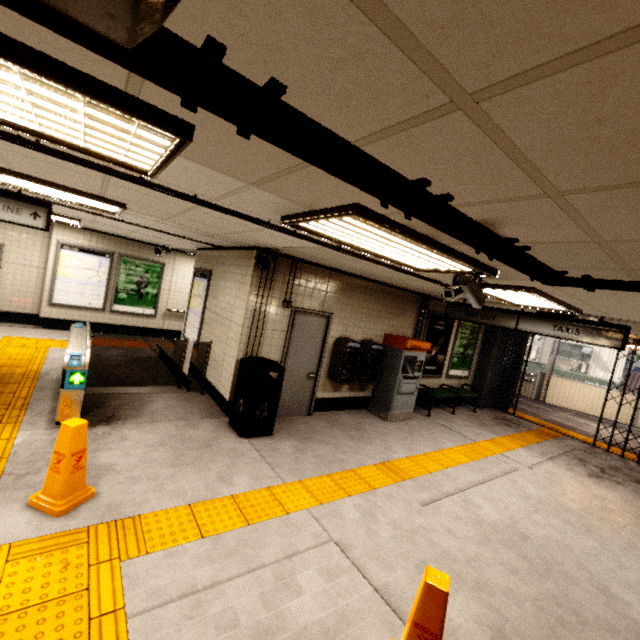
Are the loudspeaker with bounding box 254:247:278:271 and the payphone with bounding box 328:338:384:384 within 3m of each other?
yes

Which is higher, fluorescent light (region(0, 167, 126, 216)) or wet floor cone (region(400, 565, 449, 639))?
fluorescent light (region(0, 167, 126, 216))

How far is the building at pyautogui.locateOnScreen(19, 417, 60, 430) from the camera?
4.1 meters

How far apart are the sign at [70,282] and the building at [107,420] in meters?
5.9 m

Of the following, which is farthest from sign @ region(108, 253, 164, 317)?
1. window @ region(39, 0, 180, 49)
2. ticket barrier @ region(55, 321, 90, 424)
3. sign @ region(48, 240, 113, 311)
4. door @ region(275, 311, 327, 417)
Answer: window @ region(39, 0, 180, 49)

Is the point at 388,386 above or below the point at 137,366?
above

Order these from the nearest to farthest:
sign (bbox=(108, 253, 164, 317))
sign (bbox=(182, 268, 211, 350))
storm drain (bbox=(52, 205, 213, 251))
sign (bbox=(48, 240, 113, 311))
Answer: storm drain (bbox=(52, 205, 213, 251))
sign (bbox=(182, 268, 211, 350))
sign (bbox=(48, 240, 113, 311))
sign (bbox=(108, 253, 164, 317))

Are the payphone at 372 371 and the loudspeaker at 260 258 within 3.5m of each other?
yes
